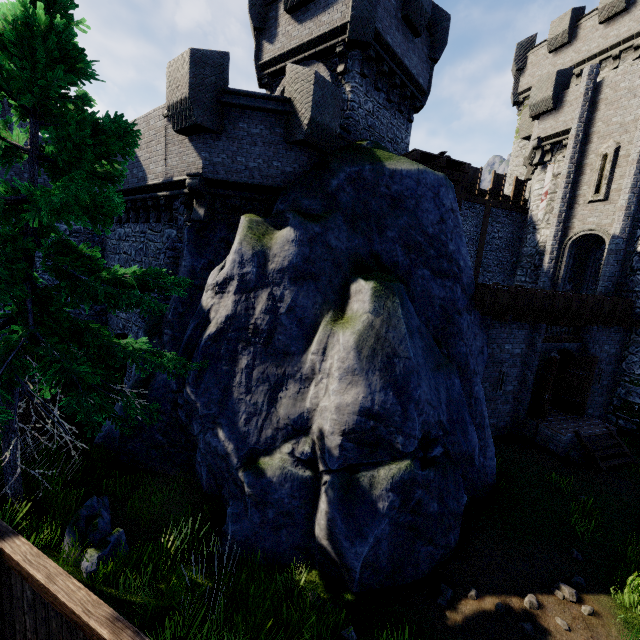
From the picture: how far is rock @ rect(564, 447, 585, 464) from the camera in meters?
11.1 m

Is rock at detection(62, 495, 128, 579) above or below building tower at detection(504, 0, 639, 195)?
below

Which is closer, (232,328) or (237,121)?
(232,328)

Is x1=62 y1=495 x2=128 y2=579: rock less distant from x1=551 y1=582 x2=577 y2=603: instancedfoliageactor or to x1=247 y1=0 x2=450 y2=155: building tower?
x1=551 y1=582 x2=577 y2=603: instancedfoliageactor

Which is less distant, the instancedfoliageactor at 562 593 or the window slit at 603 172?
the instancedfoliageactor at 562 593

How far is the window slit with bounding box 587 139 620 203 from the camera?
15.14m

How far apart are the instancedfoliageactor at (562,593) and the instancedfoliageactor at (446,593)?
2.1 meters

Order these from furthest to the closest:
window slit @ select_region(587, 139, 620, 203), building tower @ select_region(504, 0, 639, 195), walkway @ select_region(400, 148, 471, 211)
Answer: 1. building tower @ select_region(504, 0, 639, 195)
2. window slit @ select_region(587, 139, 620, 203)
3. walkway @ select_region(400, 148, 471, 211)
